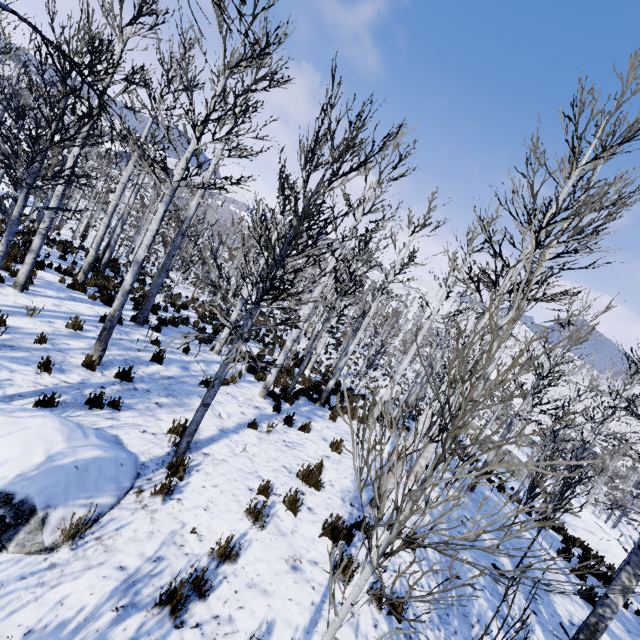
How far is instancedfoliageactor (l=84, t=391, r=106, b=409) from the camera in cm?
534

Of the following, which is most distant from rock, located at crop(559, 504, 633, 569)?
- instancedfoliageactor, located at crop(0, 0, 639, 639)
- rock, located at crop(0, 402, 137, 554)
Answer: rock, located at crop(0, 402, 137, 554)

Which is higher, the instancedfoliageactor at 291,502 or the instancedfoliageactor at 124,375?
the instancedfoliageactor at 291,502

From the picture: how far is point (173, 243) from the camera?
10.38m

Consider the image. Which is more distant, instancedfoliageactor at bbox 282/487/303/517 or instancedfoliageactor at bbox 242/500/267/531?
instancedfoliageactor at bbox 282/487/303/517

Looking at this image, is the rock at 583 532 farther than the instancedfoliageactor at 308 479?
Yes

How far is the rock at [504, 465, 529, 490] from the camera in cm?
2147
